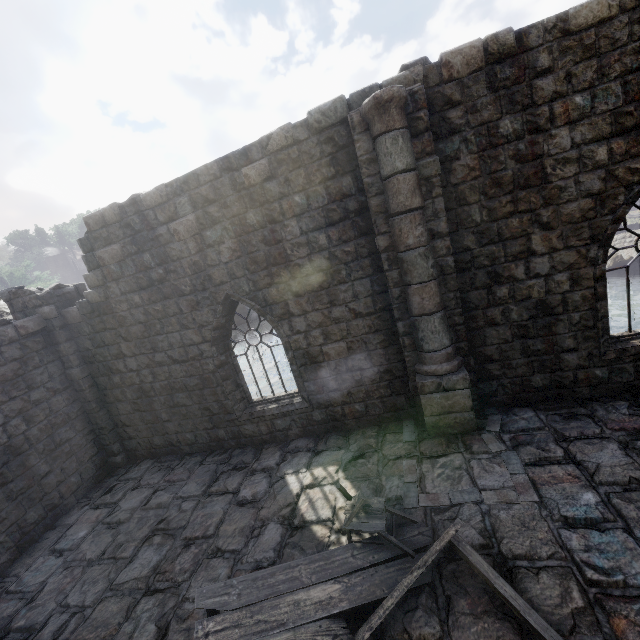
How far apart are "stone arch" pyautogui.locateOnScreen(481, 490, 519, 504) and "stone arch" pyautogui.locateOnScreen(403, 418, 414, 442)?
0.59m

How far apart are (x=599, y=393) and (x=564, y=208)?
3.87m

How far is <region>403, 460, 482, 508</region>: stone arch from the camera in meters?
5.3 m

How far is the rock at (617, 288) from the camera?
22.7 meters

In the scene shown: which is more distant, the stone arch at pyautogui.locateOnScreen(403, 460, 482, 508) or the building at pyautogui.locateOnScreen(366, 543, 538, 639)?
the stone arch at pyautogui.locateOnScreen(403, 460, 482, 508)

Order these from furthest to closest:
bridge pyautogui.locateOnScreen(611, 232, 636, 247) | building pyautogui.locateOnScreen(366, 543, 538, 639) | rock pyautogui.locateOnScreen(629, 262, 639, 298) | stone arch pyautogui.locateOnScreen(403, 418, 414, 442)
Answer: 1. rock pyautogui.locateOnScreen(629, 262, 639, 298)
2. bridge pyautogui.locateOnScreen(611, 232, 636, 247)
3. stone arch pyautogui.locateOnScreen(403, 418, 414, 442)
4. building pyautogui.locateOnScreen(366, 543, 538, 639)

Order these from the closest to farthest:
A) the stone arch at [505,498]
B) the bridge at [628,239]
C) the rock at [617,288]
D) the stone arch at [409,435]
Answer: the stone arch at [505,498]
the stone arch at [409,435]
the bridge at [628,239]
the rock at [617,288]

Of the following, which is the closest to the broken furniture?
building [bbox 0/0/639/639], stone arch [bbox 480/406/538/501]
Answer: building [bbox 0/0/639/639]
